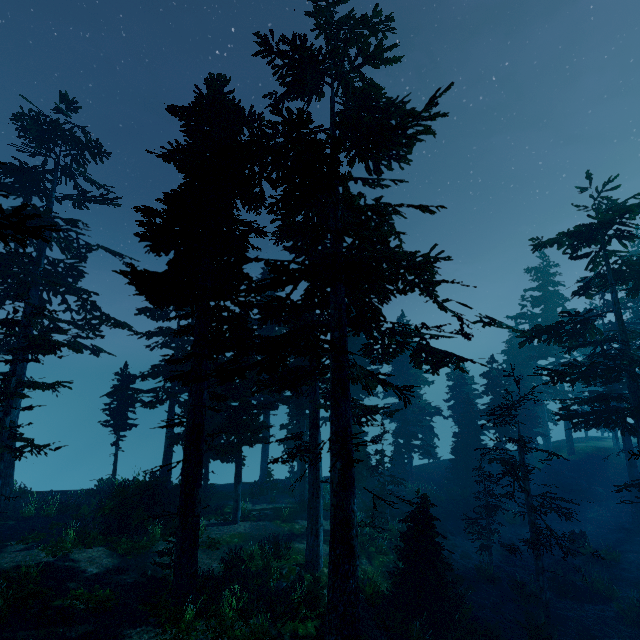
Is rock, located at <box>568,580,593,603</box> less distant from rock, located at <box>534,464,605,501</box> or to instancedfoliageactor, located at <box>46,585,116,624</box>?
instancedfoliageactor, located at <box>46,585,116,624</box>

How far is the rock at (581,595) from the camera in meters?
17.1 m

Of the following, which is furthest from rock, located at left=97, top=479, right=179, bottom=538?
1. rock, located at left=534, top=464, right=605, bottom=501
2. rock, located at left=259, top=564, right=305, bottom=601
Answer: rock, located at left=534, top=464, right=605, bottom=501

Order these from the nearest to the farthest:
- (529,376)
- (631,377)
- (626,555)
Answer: (631,377) → (626,555) → (529,376)

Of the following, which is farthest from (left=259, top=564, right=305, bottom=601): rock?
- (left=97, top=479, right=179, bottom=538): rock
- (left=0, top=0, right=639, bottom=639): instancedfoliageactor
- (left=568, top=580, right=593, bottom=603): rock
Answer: (left=568, top=580, right=593, bottom=603): rock

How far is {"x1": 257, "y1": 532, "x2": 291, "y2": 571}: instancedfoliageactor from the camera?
14.77m

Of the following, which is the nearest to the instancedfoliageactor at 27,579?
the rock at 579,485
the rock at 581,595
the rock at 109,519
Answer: the rock at 579,485
